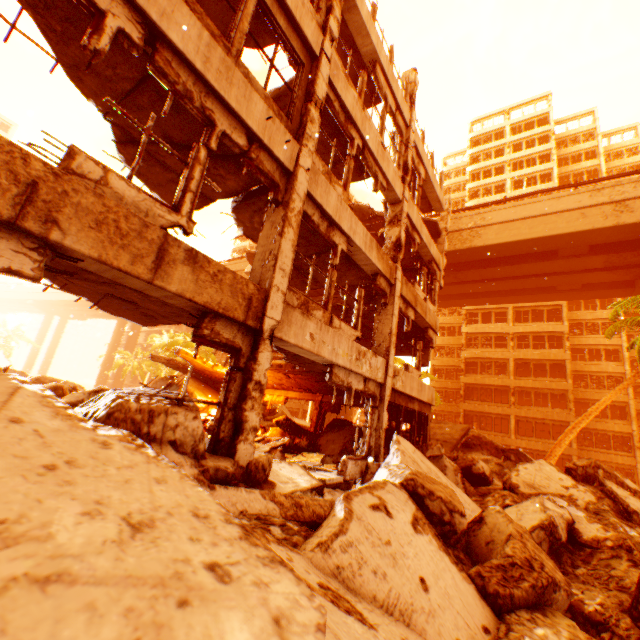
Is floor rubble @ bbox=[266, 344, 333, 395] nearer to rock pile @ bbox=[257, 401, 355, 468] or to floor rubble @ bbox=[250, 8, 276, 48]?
rock pile @ bbox=[257, 401, 355, 468]

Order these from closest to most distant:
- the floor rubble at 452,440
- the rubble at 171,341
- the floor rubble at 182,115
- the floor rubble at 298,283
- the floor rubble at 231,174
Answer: the floor rubble at 182,115 → the floor rubble at 231,174 → the floor rubble at 298,283 → the floor rubble at 452,440 → the rubble at 171,341

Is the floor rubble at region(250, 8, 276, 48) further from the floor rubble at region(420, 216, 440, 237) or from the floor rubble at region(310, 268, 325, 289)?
the floor rubble at region(420, 216, 440, 237)

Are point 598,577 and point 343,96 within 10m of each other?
no

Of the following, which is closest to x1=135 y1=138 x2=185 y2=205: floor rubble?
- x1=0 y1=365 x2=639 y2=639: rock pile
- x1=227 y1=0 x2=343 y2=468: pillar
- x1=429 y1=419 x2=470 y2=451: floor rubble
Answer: x1=227 y1=0 x2=343 y2=468: pillar

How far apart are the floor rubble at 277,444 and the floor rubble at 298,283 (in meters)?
5.38

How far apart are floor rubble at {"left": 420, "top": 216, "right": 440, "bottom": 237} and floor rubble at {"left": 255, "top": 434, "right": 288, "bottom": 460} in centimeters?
1142cm

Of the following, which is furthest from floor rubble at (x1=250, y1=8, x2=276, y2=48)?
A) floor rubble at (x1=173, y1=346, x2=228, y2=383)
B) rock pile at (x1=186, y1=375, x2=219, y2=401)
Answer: rock pile at (x1=186, y1=375, x2=219, y2=401)
